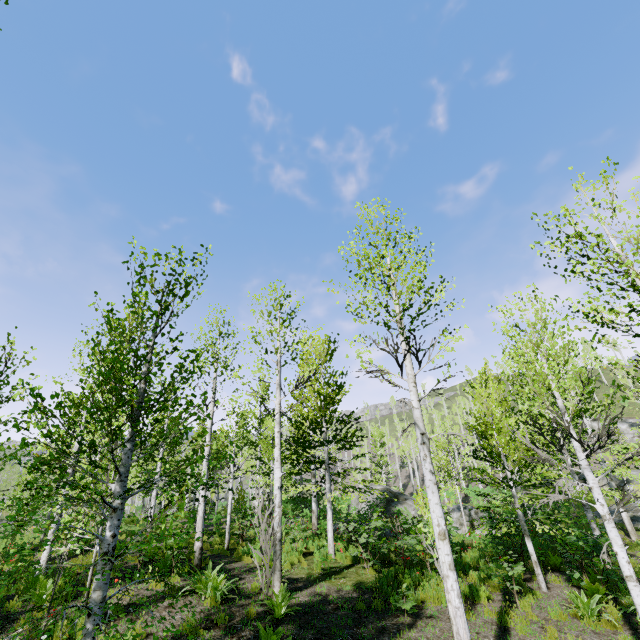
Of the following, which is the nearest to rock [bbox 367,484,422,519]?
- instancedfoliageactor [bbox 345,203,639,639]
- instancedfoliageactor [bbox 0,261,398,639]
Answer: instancedfoliageactor [bbox 0,261,398,639]

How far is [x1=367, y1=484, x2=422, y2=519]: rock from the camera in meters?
23.6

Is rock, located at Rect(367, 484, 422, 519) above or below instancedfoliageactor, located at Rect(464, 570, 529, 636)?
above

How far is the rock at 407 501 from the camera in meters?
23.6

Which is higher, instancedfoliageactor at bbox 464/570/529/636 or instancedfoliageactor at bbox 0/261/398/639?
instancedfoliageactor at bbox 0/261/398/639

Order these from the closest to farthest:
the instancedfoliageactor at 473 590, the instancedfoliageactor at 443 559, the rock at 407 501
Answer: the instancedfoliageactor at 443 559 < the instancedfoliageactor at 473 590 < the rock at 407 501

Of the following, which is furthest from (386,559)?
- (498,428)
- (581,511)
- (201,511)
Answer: (581,511)

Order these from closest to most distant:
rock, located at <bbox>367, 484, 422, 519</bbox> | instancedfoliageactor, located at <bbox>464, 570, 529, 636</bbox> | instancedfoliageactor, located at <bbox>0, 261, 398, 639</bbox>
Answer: instancedfoliageactor, located at <bbox>0, 261, 398, 639</bbox>, instancedfoliageactor, located at <bbox>464, 570, 529, 636</bbox>, rock, located at <bbox>367, 484, 422, 519</bbox>
